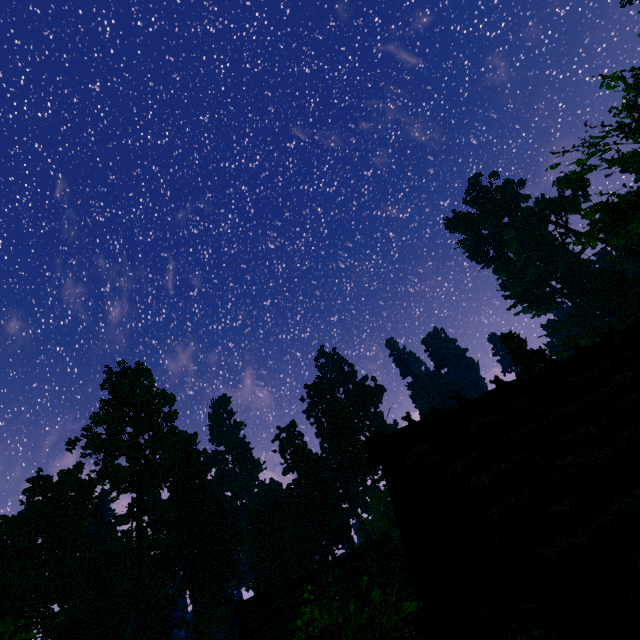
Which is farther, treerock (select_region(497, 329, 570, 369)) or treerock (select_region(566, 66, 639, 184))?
treerock (select_region(497, 329, 570, 369))

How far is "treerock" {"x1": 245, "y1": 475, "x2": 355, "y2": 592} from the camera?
52.38m

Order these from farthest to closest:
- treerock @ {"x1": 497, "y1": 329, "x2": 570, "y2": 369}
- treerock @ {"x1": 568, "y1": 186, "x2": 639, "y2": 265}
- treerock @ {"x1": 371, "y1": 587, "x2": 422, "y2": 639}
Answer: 1. treerock @ {"x1": 497, "y1": 329, "x2": 570, "y2": 369}
2. treerock @ {"x1": 568, "y1": 186, "x2": 639, "y2": 265}
3. treerock @ {"x1": 371, "y1": 587, "x2": 422, "y2": 639}

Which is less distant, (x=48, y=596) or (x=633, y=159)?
(x=633, y=159)

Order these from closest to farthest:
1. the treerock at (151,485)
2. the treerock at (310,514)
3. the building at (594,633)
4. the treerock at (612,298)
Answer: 1. the building at (594,633)
2. the treerock at (151,485)
3. the treerock at (310,514)
4. the treerock at (612,298)

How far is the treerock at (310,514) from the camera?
52.4m
